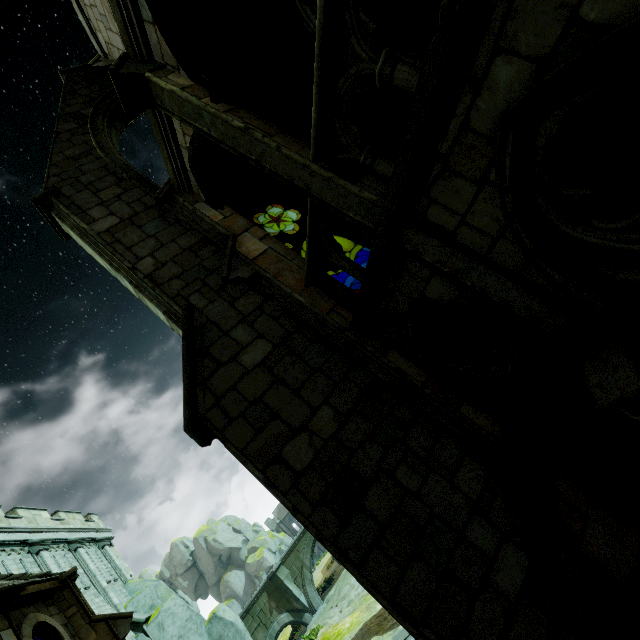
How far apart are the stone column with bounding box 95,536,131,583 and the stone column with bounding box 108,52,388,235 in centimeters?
2542cm

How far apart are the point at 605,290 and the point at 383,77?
2.8 meters

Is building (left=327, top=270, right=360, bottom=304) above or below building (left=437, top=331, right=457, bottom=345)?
above

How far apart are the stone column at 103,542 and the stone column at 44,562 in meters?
5.1 m

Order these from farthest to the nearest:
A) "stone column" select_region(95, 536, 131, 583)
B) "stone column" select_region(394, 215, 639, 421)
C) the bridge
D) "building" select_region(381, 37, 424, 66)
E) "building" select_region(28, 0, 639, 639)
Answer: the bridge
"stone column" select_region(95, 536, 131, 583)
"building" select_region(381, 37, 424, 66)
"building" select_region(28, 0, 639, 639)
"stone column" select_region(394, 215, 639, 421)

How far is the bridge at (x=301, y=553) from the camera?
26.0m

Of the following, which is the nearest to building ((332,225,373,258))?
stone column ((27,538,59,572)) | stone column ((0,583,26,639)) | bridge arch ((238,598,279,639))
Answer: stone column ((0,583,26,639))

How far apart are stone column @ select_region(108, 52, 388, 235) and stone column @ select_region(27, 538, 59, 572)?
19.8m
